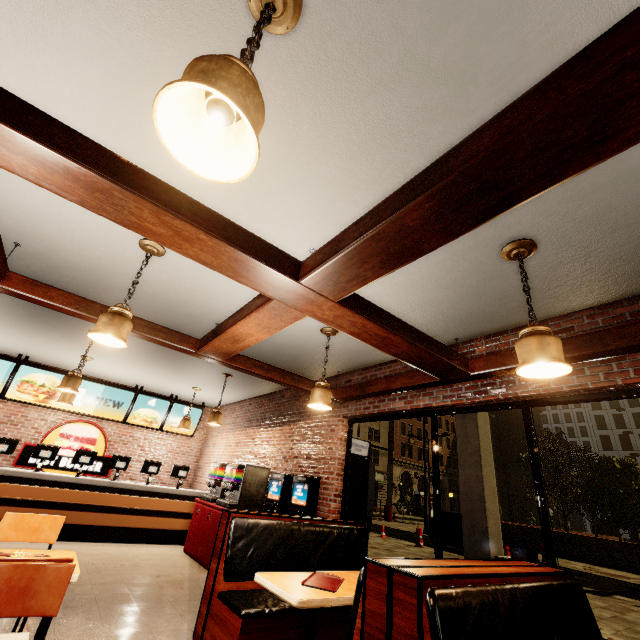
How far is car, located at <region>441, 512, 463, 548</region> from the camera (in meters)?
13.28

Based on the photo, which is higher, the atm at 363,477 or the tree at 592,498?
the tree at 592,498

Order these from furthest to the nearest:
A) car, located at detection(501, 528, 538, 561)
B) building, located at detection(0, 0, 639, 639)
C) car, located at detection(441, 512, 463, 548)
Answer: Answer: car, located at detection(441, 512, 463, 548), car, located at detection(501, 528, 538, 561), building, located at detection(0, 0, 639, 639)

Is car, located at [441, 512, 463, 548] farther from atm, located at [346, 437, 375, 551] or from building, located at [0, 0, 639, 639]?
atm, located at [346, 437, 375, 551]

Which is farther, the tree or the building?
the tree

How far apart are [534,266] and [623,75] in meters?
1.9 m

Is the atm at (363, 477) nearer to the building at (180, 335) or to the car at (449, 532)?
the building at (180, 335)
